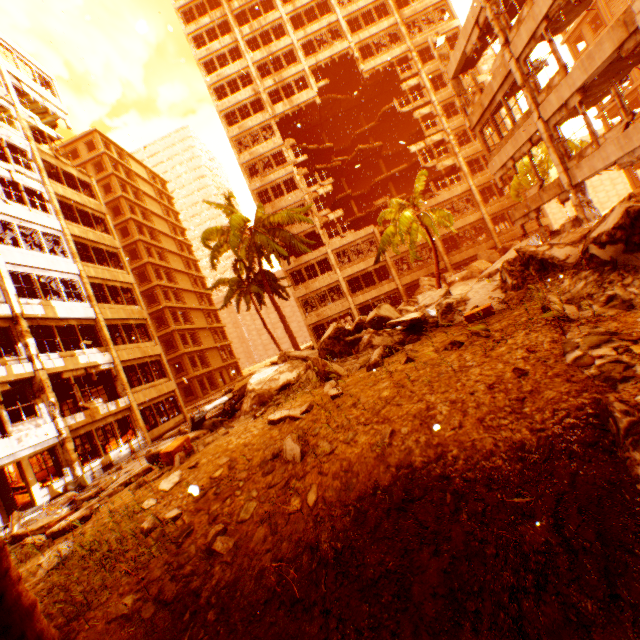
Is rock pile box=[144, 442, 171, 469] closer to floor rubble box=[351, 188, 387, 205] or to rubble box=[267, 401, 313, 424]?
rubble box=[267, 401, 313, 424]

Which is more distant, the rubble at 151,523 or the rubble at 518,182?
the rubble at 518,182

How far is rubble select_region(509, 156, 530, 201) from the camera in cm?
2442

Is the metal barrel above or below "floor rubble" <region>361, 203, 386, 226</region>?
below

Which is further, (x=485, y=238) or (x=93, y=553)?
(x=485, y=238)

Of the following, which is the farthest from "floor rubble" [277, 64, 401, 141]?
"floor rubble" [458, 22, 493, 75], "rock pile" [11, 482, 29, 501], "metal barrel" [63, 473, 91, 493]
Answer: "rock pile" [11, 482, 29, 501]
